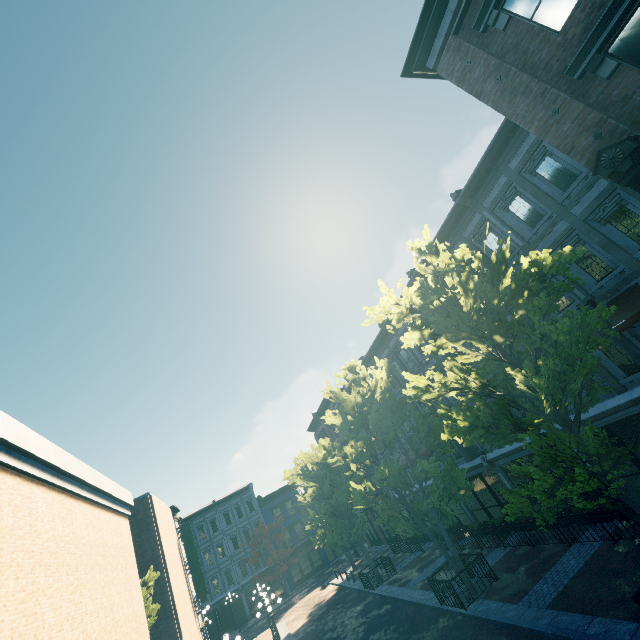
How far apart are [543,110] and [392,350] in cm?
1692

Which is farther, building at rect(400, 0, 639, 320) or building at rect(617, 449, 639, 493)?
building at rect(617, 449, 639, 493)

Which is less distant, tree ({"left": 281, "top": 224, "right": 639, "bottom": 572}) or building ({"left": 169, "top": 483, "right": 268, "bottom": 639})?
tree ({"left": 281, "top": 224, "right": 639, "bottom": 572})

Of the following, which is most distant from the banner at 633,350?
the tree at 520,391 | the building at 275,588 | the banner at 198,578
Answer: the building at 275,588

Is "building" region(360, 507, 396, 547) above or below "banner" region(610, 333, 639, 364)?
below

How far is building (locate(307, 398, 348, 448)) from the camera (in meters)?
34.98

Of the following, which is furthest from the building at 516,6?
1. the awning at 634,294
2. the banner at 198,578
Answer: the banner at 198,578
